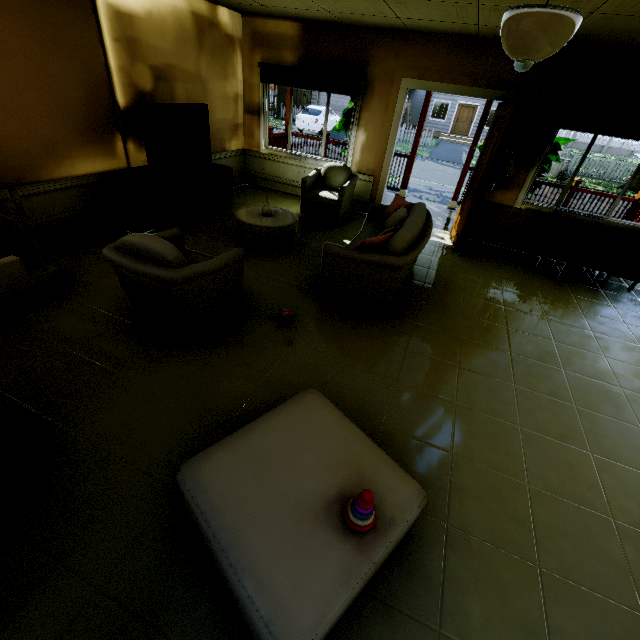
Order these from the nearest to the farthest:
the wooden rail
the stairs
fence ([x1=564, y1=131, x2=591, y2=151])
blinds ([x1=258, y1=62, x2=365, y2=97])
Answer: A: the stairs < blinds ([x1=258, y1=62, x2=365, y2=97]) < the wooden rail < fence ([x1=564, y1=131, x2=591, y2=151])

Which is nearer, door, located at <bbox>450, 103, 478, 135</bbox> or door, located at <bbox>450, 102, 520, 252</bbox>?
door, located at <bbox>450, 102, 520, 252</bbox>

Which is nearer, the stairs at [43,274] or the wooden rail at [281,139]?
the stairs at [43,274]

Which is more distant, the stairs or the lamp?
the lamp

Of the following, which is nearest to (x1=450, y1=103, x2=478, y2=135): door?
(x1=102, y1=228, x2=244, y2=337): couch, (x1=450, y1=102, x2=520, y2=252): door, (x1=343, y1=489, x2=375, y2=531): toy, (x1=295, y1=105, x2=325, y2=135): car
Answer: (x1=295, y1=105, x2=325, y2=135): car

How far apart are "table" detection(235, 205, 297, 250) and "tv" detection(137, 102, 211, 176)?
1.1m

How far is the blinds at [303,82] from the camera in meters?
5.4 m

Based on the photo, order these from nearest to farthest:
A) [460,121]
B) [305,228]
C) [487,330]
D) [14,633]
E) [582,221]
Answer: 1. [14,633]
2. [487,330]
3. [582,221]
4. [305,228]
5. [460,121]
